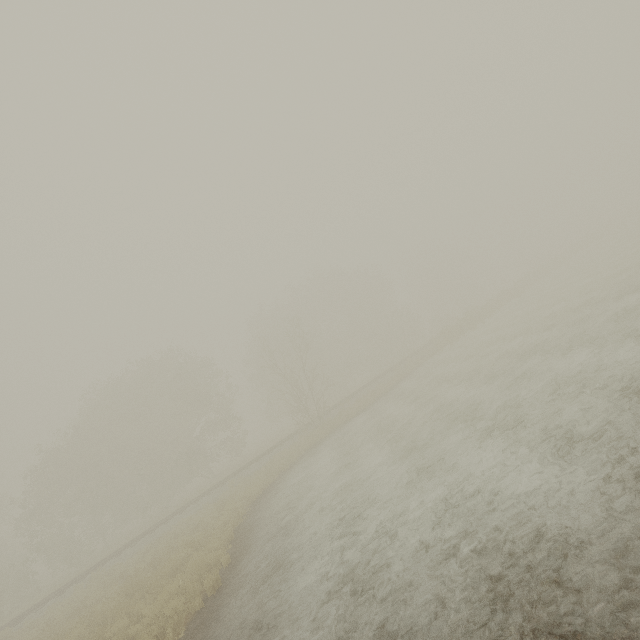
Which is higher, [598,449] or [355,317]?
[355,317]
